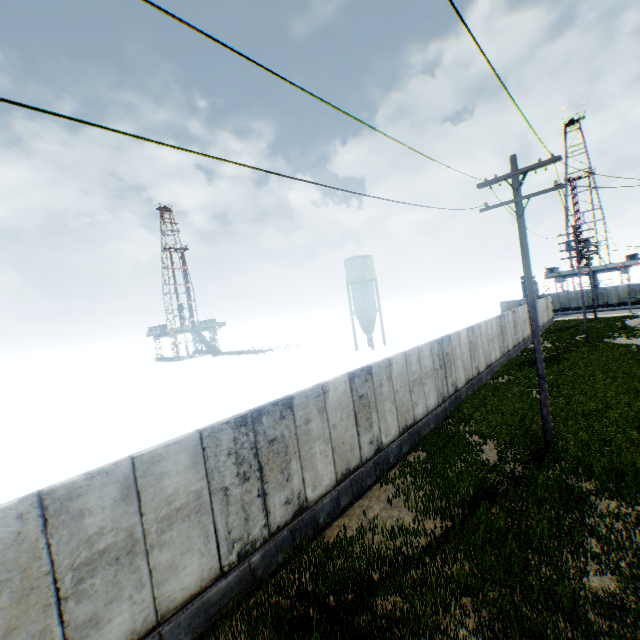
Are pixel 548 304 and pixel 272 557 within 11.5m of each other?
no

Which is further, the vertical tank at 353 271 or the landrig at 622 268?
the landrig at 622 268

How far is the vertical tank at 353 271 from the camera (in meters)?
42.84

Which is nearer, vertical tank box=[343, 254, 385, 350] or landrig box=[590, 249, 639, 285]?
vertical tank box=[343, 254, 385, 350]

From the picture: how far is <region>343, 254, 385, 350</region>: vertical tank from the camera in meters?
42.8 m
